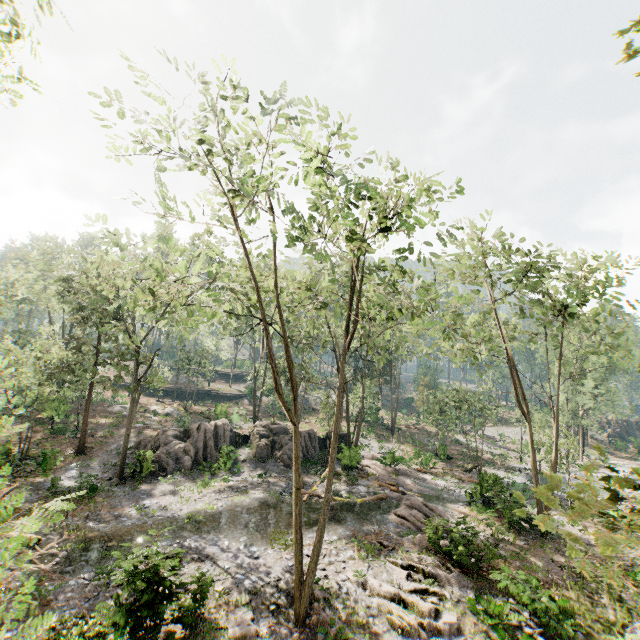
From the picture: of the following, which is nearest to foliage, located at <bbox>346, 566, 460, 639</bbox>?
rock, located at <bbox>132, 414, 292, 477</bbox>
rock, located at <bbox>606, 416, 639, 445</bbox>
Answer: rock, located at <bbox>132, 414, 292, 477</bbox>

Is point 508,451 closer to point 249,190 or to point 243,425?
point 243,425

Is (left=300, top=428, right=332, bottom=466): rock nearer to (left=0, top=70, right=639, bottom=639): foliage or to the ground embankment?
(left=0, top=70, right=639, bottom=639): foliage

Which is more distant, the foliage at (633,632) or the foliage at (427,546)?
the foliage at (427,546)

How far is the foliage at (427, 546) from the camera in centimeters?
1409cm

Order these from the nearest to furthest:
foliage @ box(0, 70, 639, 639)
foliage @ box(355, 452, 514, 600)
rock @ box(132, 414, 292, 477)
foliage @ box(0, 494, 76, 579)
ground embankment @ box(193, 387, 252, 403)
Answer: foliage @ box(0, 494, 76, 579), foliage @ box(0, 70, 639, 639), foliage @ box(355, 452, 514, 600), rock @ box(132, 414, 292, 477), ground embankment @ box(193, 387, 252, 403)

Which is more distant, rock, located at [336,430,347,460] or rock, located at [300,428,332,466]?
rock, located at [300,428,332,466]

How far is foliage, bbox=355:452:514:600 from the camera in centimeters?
1409cm
